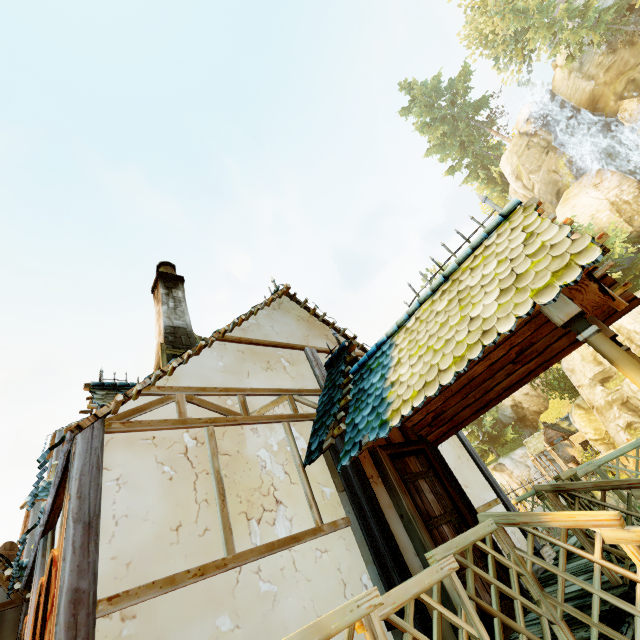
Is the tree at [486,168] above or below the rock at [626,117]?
above

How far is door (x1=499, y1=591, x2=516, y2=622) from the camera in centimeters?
370cm

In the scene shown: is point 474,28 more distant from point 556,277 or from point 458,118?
point 556,277

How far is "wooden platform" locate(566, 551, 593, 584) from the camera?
4.1 meters

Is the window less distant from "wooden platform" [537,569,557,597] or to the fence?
"wooden platform" [537,569,557,597]

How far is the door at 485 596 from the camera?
3.70m

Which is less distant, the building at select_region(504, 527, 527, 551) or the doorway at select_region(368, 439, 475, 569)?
the doorway at select_region(368, 439, 475, 569)

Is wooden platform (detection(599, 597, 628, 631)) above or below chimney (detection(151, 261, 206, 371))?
below
